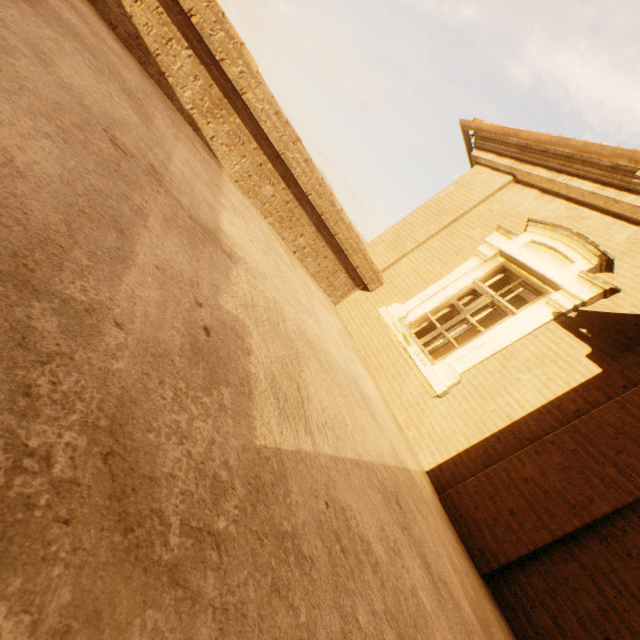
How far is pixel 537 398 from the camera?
3.8 meters
